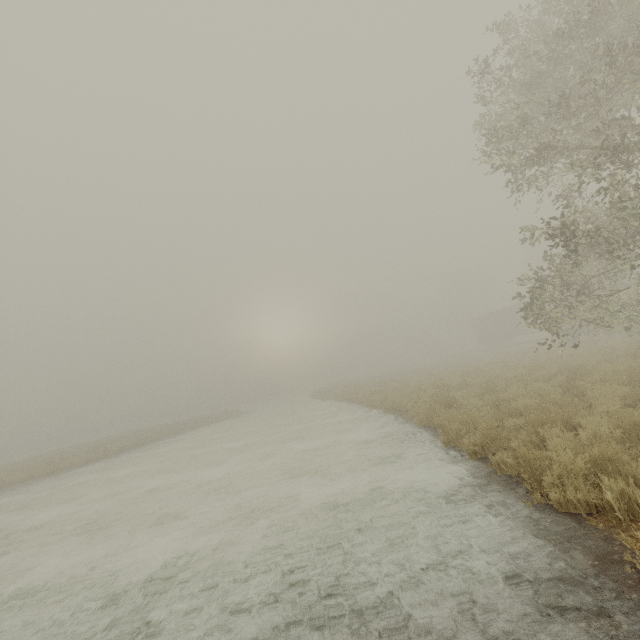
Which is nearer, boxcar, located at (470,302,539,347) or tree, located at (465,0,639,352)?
tree, located at (465,0,639,352)

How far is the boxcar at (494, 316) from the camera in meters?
39.5 m

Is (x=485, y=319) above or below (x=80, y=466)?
above

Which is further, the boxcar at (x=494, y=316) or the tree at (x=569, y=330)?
the boxcar at (x=494, y=316)

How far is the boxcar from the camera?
39.5m
